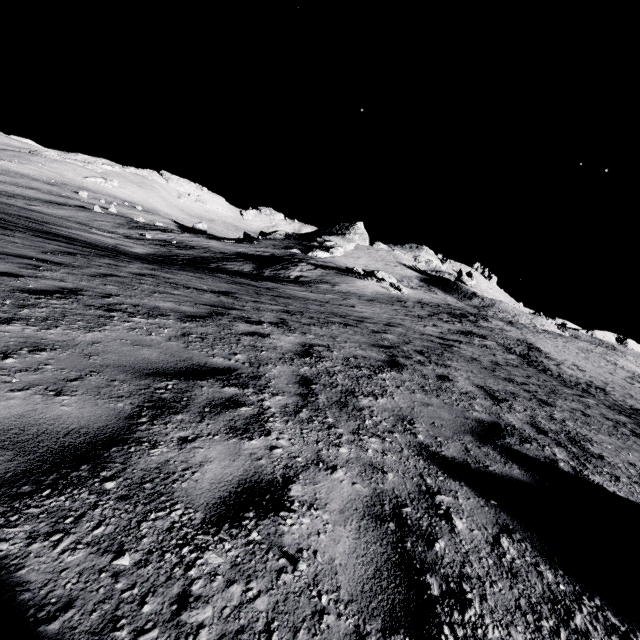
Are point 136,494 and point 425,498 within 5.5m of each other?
yes
